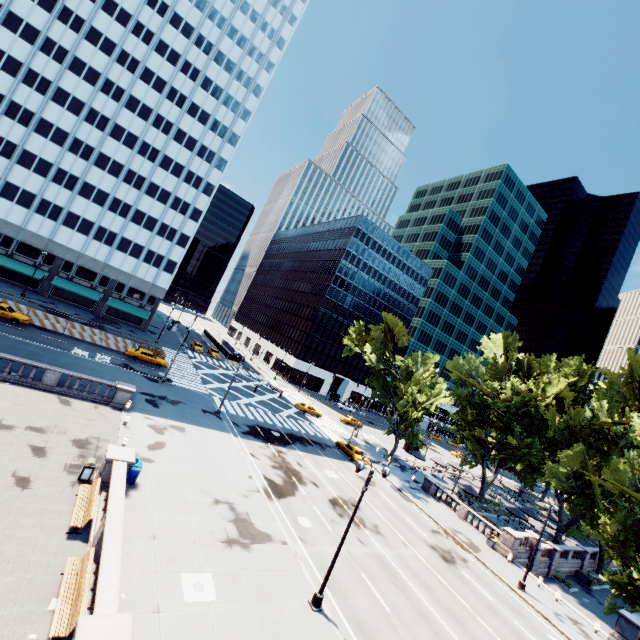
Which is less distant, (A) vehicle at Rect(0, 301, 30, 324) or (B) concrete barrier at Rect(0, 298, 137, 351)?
(A) vehicle at Rect(0, 301, 30, 324)

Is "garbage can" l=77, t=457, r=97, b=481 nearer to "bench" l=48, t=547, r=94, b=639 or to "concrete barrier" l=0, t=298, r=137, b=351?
"bench" l=48, t=547, r=94, b=639

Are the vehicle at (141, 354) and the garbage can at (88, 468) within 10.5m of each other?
no

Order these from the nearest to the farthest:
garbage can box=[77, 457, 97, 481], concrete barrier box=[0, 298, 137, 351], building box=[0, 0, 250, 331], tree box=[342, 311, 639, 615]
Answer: garbage can box=[77, 457, 97, 481] < tree box=[342, 311, 639, 615] < concrete barrier box=[0, 298, 137, 351] < building box=[0, 0, 250, 331]

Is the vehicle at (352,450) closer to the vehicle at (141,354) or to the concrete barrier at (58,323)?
the vehicle at (141,354)

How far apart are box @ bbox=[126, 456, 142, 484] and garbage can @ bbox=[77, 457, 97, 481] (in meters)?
1.65

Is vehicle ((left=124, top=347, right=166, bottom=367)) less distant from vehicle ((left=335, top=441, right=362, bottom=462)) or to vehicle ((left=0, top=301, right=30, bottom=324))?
vehicle ((left=0, top=301, right=30, bottom=324))

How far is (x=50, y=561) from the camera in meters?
12.0 m
